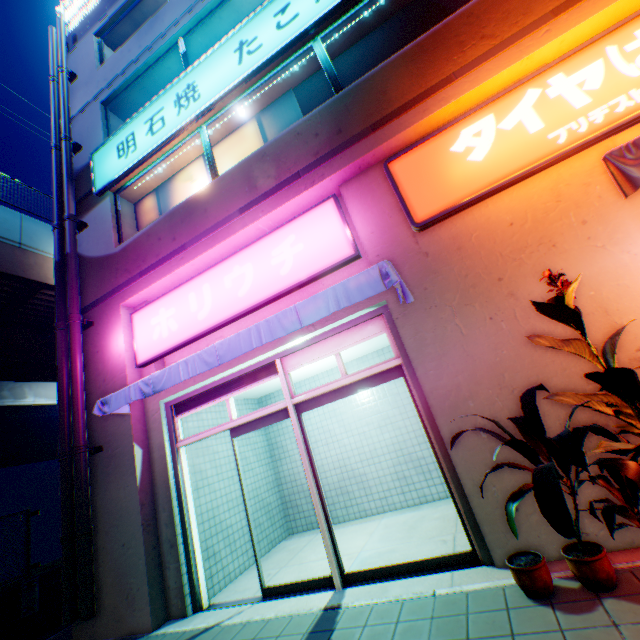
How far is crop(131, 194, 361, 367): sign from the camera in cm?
484

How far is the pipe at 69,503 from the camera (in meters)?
4.87

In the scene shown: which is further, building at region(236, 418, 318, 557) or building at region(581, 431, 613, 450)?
building at region(236, 418, 318, 557)

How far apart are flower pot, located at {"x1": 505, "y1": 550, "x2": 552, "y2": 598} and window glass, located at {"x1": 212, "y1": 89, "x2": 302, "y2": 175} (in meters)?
6.58

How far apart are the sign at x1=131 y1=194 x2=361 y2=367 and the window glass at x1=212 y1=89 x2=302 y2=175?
1.6 meters

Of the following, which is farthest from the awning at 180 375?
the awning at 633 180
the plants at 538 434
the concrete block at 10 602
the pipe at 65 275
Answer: the concrete block at 10 602

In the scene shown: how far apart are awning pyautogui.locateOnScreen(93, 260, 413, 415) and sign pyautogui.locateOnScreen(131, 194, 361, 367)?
0.2m

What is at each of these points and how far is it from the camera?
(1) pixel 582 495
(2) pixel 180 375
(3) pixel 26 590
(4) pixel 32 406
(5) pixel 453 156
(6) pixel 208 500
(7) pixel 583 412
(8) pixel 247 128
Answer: (1) building, 3.3 meters
(2) awning, 4.6 meters
(3) metal fence, 6.0 meters
(4) overpass support, 17.0 meters
(5) sign, 4.3 meters
(6) building, 5.9 meters
(7) building, 3.4 meters
(8) window glass, 6.9 meters
